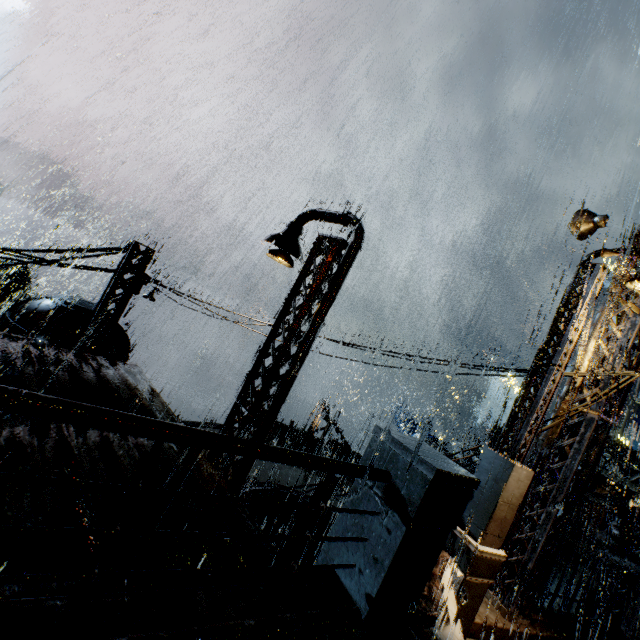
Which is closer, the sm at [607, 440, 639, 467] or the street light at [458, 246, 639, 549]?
the street light at [458, 246, 639, 549]

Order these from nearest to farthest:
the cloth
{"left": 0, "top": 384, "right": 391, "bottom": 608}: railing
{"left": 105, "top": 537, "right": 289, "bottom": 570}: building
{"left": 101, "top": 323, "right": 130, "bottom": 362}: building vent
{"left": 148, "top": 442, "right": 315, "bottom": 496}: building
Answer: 1. {"left": 0, "top": 384, "right": 391, "bottom": 608}: railing
2. {"left": 105, "top": 537, "right": 289, "bottom": 570}: building
3. {"left": 148, "top": 442, "right": 315, "bottom": 496}: building
4. {"left": 101, "top": 323, "right": 130, "bottom": 362}: building vent
5. the cloth

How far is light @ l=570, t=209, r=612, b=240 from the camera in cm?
824

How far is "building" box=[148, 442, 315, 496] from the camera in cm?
490

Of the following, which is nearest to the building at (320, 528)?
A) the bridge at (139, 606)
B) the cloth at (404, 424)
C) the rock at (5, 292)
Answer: the bridge at (139, 606)

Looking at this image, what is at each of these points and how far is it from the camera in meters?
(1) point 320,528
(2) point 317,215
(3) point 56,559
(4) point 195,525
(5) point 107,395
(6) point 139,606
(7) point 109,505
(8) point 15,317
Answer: (1) building, 14.8 m
(2) street light, 8.6 m
(3) building, 3.1 m
(4) building, 4.3 m
(5) building, 6.5 m
(6) bridge, 2.1 m
(7) building, 4.0 m
(8) building vent, 11.2 m

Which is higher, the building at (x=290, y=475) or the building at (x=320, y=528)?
the building at (x=290, y=475)

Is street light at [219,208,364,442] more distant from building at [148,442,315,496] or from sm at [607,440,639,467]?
sm at [607,440,639,467]
